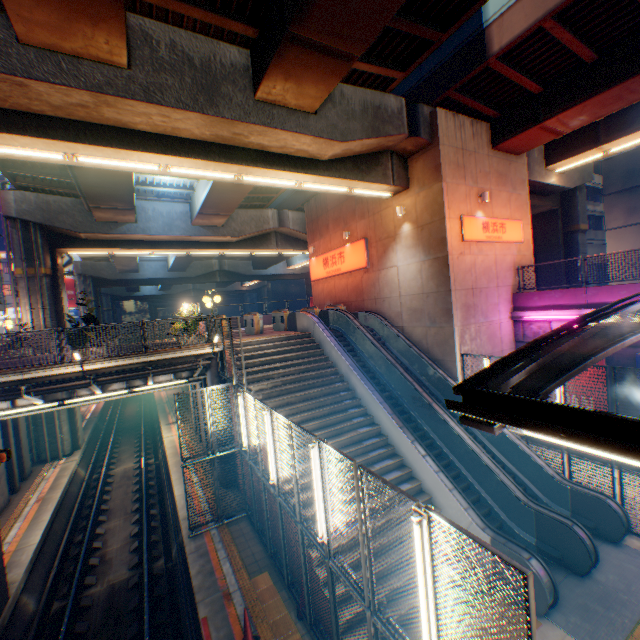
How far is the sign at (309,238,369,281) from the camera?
17.9m

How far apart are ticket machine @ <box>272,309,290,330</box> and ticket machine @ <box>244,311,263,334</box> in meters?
1.2

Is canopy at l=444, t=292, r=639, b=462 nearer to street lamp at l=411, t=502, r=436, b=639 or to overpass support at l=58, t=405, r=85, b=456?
street lamp at l=411, t=502, r=436, b=639

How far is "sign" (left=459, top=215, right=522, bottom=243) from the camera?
13.7 meters

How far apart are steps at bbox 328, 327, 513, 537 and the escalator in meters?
0.0

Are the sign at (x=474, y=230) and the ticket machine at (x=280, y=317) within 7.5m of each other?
no

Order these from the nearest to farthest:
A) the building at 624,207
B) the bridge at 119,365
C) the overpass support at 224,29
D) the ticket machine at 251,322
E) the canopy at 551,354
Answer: the canopy at 551,354
the overpass support at 224,29
the bridge at 119,365
the ticket machine at 251,322
the building at 624,207

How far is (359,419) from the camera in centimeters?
1127cm
